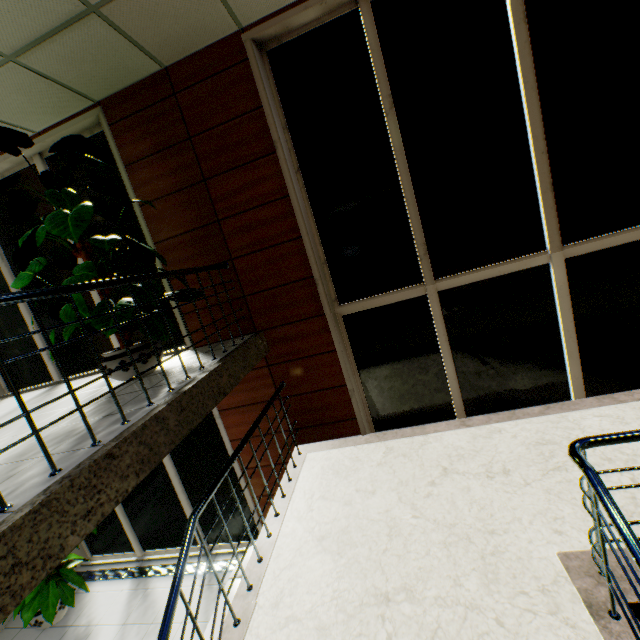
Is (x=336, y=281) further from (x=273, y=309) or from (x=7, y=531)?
(x=7, y=531)

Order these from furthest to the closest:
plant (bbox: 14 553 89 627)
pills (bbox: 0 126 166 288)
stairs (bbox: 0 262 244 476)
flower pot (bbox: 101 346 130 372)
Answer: plant (bbox: 14 553 89 627) → flower pot (bbox: 101 346 130 372) → pills (bbox: 0 126 166 288) → stairs (bbox: 0 262 244 476)

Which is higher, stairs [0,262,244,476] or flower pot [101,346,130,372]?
stairs [0,262,244,476]

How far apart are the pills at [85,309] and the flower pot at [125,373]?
0.40m

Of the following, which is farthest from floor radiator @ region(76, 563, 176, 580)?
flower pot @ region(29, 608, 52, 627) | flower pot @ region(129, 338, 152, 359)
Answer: flower pot @ region(129, 338, 152, 359)

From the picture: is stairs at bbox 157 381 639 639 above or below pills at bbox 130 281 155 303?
below

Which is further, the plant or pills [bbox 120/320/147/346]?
the plant

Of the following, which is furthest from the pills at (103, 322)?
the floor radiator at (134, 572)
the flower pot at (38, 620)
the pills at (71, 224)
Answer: the flower pot at (38, 620)
